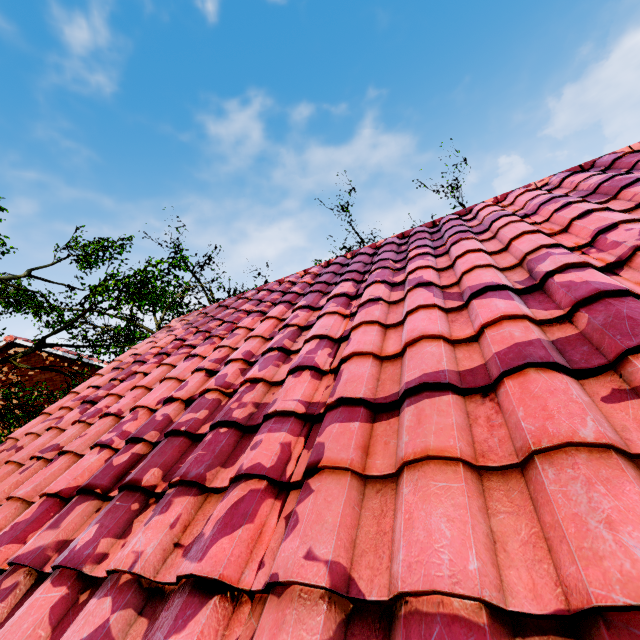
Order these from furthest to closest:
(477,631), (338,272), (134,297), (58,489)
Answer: (134,297) < (338,272) < (58,489) < (477,631)
